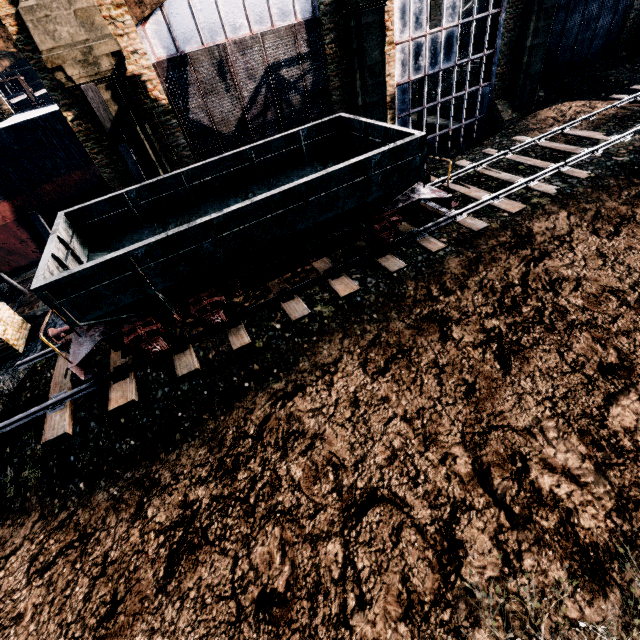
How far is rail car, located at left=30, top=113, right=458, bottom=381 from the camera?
7.9 meters

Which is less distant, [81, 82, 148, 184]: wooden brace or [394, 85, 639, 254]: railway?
[81, 82, 148, 184]: wooden brace

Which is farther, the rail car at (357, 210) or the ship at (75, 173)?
the ship at (75, 173)

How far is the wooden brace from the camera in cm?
1164

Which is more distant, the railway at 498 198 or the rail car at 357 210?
the railway at 498 198

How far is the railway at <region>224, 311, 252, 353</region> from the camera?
10.3 meters

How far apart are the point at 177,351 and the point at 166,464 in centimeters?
342cm

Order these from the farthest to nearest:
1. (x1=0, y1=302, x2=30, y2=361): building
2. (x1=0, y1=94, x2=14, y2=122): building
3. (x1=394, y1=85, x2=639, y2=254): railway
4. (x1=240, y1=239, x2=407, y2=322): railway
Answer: (x1=0, y1=94, x2=14, y2=122): building < (x1=0, y1=302, x2=30, y2=361): building < (x1=394, y1=85, x2=639, y2=254): railway < (x1=240, y1=239, x2=407, y2=322): railway
